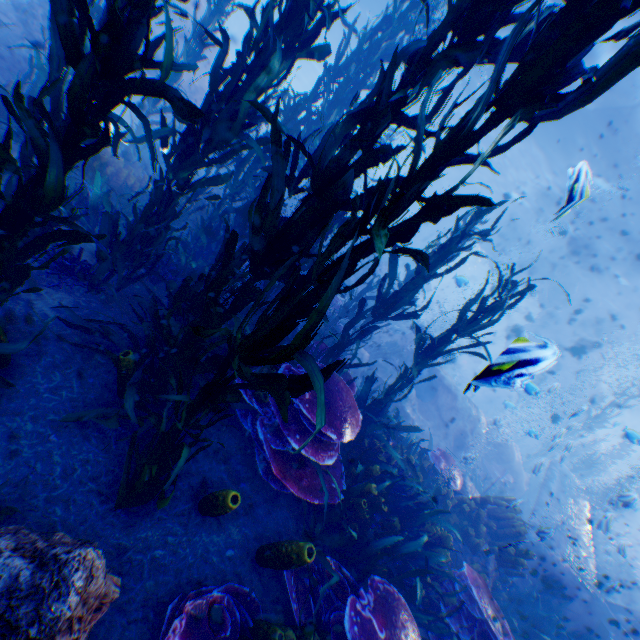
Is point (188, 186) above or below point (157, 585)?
above

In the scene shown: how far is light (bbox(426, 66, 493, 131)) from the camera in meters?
15.6 m

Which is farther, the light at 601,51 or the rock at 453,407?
the rock at 453,407

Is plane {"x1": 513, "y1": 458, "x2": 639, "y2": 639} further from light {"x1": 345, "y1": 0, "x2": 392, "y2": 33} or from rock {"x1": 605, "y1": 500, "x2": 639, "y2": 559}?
light {"x1": 345, "y1": 0, "x2": 392, "y2": 33}

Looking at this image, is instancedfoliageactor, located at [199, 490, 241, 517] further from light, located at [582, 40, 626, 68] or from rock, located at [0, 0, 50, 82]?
light, located at [582, 40, 626, 68]

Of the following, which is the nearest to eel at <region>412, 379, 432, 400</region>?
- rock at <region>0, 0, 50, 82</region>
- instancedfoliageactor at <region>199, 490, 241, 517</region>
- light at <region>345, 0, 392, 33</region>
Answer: rock at <region>0, 0, 50, 82</region>

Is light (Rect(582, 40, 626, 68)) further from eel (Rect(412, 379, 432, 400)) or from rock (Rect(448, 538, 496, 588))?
eel (Rect(412, 379, 432, 400))
